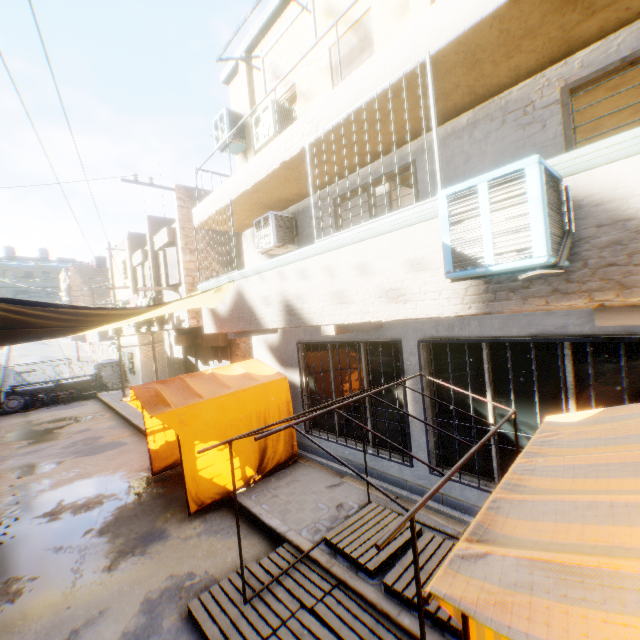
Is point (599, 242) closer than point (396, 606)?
Yes

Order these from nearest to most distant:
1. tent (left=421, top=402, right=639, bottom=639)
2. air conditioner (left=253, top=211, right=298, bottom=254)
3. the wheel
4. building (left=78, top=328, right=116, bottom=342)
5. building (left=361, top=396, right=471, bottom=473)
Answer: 1. tent (left=421, top=402, right=639, bottom=639)
2. building (left=361, top=396, right=471, bottom=473)
3. air conditioner (left=253, top=211, right=298, bottom=254)
4. the wheel
5. building (left=78, top=328, right=116, bottom=342)

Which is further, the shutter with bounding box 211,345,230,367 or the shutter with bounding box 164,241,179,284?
the shutter with bounding box 211,345,230,367

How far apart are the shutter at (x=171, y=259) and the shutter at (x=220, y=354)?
3.0m

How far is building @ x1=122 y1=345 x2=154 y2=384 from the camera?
20.5 meters

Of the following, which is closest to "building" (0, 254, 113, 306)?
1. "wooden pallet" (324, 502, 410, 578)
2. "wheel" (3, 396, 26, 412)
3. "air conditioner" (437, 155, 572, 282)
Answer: "air conditioner" (437, 155, 572, 282)

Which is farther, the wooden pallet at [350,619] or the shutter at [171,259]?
the shutter at [171,259]

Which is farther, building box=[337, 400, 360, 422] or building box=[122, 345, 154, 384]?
building box=[122, 345, 154, 384]
